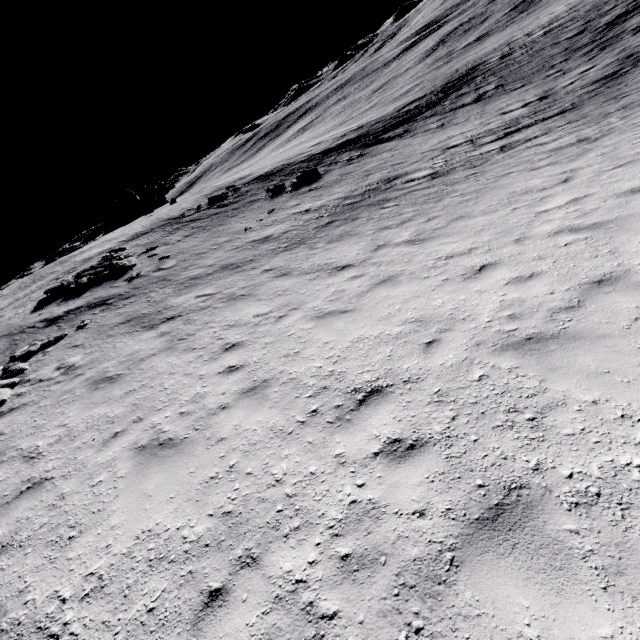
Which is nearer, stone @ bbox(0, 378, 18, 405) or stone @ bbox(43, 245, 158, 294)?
stone @ bbox(0, 378, 18, 405)

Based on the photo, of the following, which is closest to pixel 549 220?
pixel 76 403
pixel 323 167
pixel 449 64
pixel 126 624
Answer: pixel 126 624

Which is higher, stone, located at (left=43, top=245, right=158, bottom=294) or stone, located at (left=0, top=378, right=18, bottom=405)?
stone, located at (left=43, top=245, right=158, bottom=294)

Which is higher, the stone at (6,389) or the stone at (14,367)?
the stone at (14,367)

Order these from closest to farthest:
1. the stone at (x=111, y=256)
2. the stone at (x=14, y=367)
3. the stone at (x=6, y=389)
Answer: the stone at (x=6, y=389), the stone at (x=14, y=367), the stone at (x=111, y=256)

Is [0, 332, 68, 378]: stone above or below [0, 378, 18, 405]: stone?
above

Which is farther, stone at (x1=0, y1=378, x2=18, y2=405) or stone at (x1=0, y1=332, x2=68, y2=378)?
stone at (x1=0, y1=332, x2=68, y2=378)
